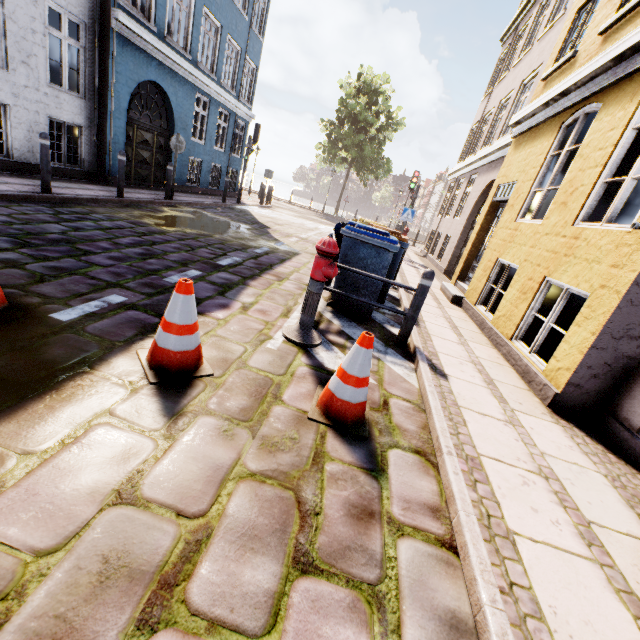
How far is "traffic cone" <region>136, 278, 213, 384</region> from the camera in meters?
2.4

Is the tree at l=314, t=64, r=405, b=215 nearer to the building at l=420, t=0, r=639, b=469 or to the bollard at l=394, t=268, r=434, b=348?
the building at l=420, t=0, r=639, b=469

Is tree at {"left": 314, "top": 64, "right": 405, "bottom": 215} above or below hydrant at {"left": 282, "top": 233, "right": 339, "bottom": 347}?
above

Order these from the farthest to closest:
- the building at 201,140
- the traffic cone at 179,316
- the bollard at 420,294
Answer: the building at 201,140 < the bollard at 420,294 < the traffic cone at 179,316

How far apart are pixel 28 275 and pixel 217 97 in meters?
14.3 m

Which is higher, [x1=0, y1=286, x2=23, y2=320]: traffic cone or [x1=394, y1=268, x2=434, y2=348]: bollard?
[x1=394, y1=268, x2=434, y2=348]: bollard

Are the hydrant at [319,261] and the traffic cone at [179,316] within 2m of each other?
yes

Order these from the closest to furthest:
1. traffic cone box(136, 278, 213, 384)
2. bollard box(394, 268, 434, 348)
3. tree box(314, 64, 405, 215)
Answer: traffic cone box(136, 278, 213, 384) < bollard box(394, 268, 434, 348) < tree box(314, 64, 405, 215)
